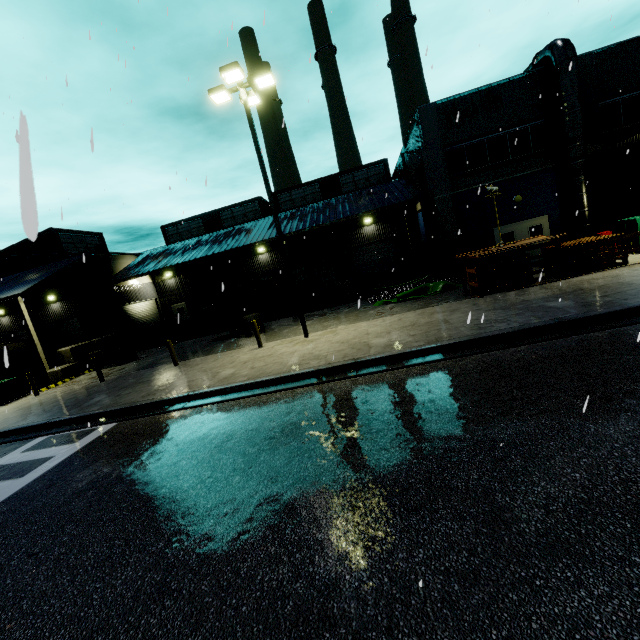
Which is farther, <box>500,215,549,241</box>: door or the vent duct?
<box>500,215,549,241</box>: door

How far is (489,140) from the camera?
18.19m

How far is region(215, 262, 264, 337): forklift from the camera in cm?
1798

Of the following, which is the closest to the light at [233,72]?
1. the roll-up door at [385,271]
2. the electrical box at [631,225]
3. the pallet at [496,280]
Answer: the pallet at [496,280]

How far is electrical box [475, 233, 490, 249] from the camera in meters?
18.8

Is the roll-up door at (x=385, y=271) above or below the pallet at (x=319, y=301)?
above

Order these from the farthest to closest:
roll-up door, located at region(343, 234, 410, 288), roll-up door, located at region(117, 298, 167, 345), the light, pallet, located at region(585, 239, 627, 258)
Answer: roll-up door, located at region(343, 234, 410, 288) < roll-up door, located at region(117, 298, 167, 345) < pallet, located at region(585, 239, 627, 258) < the light

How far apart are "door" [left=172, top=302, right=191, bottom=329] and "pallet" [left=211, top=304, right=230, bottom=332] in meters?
5.0 m
